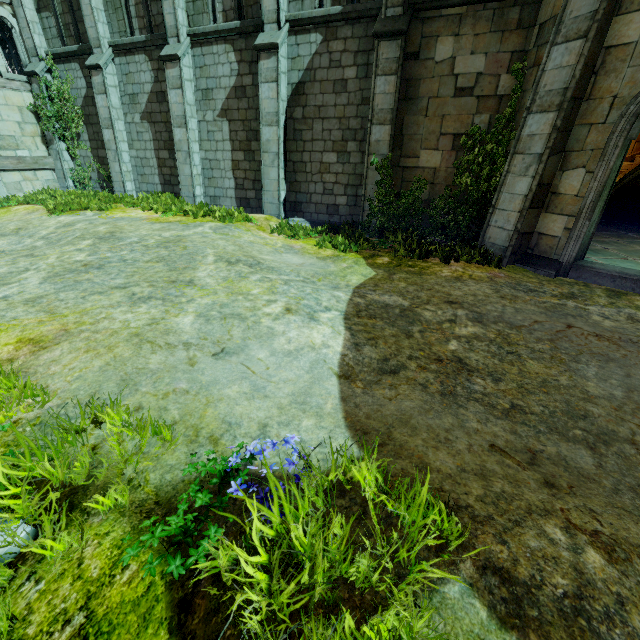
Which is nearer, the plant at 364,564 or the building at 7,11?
the plant at 364,564

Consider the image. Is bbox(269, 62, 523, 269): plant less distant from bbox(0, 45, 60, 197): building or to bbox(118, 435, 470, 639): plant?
bbox(118, 435, 470, 639): plant

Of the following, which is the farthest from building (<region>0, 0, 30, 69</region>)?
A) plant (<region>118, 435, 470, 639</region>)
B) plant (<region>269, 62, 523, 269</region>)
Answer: plant (<region>269, 62, 523, 269</region>)

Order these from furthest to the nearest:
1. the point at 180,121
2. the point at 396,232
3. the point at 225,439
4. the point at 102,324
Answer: the point at 180,121 → the point at 396,232 → the point at 102,324 → the point at 225,439

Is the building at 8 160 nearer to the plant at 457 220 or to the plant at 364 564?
the plant at 364 564

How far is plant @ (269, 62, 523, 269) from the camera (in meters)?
8.00
